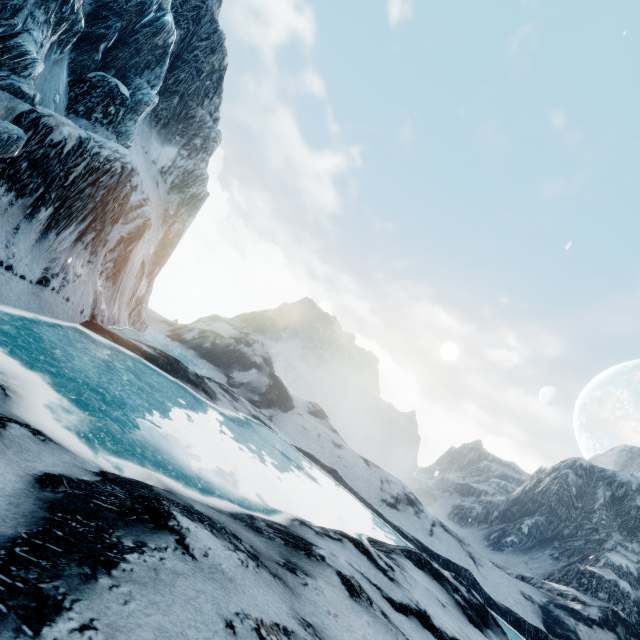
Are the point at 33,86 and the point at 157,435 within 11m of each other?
yes
